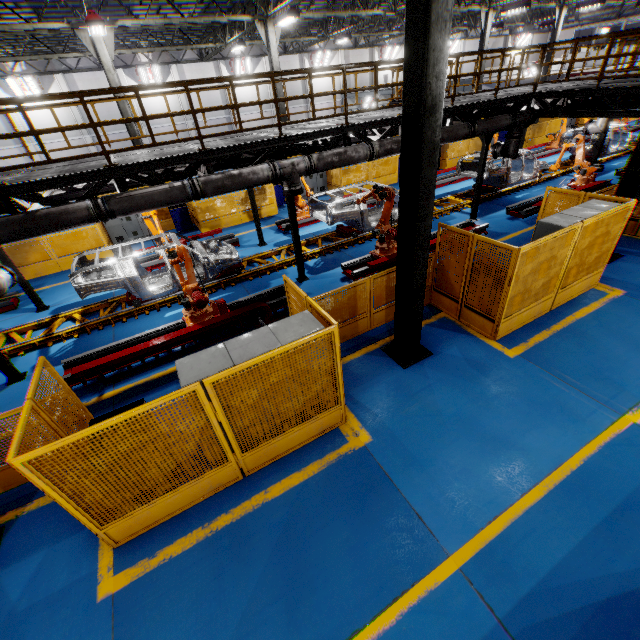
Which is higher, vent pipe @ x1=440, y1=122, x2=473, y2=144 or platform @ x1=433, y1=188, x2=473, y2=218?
vent pipe @ x1=440, y1=122, x2=473, y2=144

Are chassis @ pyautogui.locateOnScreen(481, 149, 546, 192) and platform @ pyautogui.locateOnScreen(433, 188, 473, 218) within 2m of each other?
yes

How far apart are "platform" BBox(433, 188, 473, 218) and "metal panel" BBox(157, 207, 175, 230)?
4.56m

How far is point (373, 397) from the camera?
6.4 meters

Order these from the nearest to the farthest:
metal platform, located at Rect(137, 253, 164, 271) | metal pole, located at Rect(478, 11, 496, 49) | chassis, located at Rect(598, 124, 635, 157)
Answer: metal platform, located at Rect(137, 253, 164, 271) < chassis, located at Rect(598, 124, 635, 157) < metal pole, located at Rect(478, 11, 496, 49)

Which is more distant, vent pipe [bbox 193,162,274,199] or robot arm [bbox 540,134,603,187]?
robot arm [bbox 540,134,603,187]

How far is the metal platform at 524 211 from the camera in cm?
1271

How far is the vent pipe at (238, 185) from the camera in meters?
7.5
